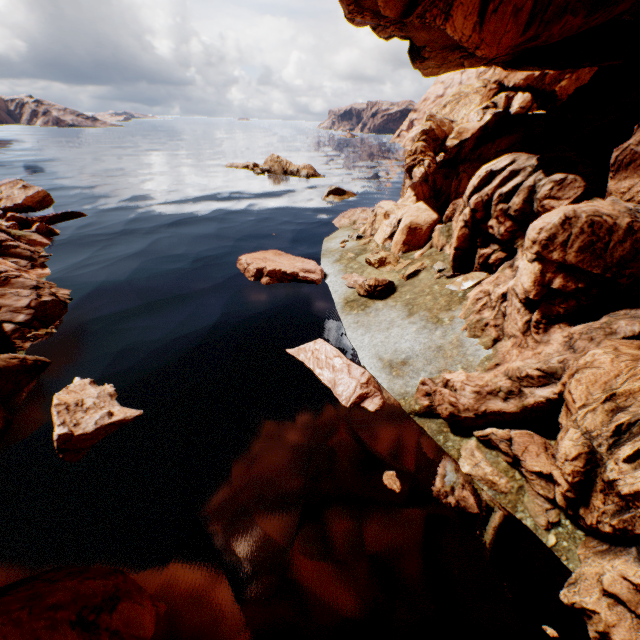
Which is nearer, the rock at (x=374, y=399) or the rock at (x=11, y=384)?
the rock at (x=11, y=384)

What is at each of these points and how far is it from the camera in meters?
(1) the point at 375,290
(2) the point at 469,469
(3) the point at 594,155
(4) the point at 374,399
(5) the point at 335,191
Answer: (1) rock, 14.1
(2) rock, 8.1
(3) rock, 12.0
(4) rock, 10.0
(5) rock, 35.0

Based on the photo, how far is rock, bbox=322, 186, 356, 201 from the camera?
34.0m

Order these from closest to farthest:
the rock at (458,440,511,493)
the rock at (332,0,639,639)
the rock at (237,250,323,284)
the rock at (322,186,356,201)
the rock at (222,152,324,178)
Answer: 1. the rock at (332,0,639,639)
2. the rock at (458,440,511,493)
3. the rock at (237,250,323,284)
4. the rock at (322,186,356,201)
5. the rock at (222,152,324,178)

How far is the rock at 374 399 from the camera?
10.0 meters

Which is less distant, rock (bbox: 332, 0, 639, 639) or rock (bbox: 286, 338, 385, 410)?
rock (bbox: 332, 0, 639, 639)
